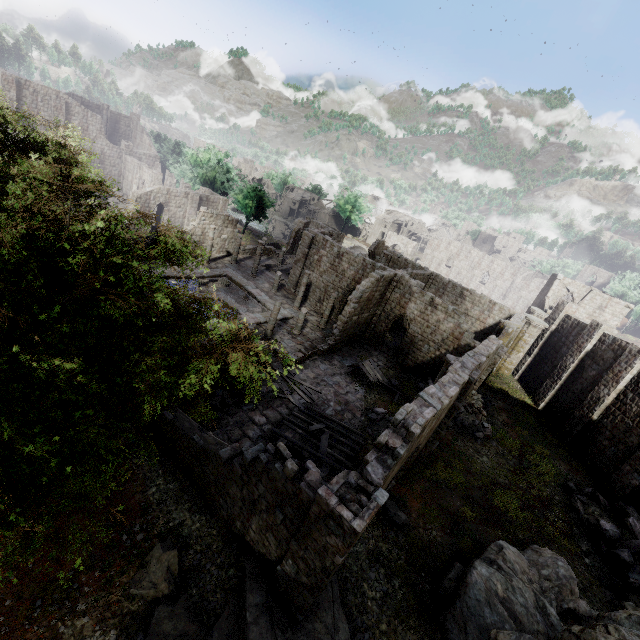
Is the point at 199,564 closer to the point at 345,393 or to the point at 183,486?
the point at 183,486

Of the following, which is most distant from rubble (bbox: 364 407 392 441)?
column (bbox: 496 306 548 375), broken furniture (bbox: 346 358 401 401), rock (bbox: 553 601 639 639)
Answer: column (bbox: 496 306 548 375)

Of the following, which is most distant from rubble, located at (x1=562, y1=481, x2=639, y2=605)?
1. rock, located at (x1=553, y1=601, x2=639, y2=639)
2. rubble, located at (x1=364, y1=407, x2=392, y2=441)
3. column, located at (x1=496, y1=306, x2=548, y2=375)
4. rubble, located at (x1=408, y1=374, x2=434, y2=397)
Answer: column, located at (x1=496, y1=306, x2=548, y2=375)

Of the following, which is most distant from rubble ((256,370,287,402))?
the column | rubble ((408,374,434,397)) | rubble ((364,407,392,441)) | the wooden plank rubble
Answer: the column

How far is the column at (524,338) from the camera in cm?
3025

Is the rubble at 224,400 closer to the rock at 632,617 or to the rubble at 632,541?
the rock at 632,617

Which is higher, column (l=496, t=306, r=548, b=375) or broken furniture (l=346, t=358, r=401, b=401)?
column (l=496, t=306, r=548, b=375)

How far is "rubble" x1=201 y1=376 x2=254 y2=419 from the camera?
16.1m
